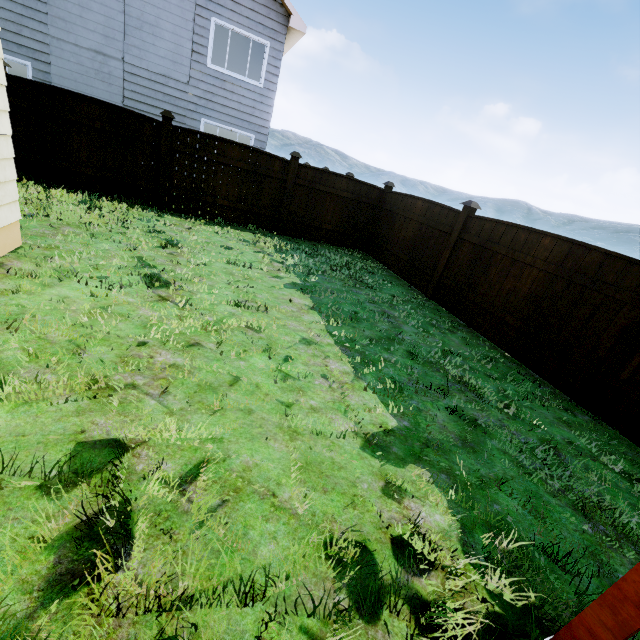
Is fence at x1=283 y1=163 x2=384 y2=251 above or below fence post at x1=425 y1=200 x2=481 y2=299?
below

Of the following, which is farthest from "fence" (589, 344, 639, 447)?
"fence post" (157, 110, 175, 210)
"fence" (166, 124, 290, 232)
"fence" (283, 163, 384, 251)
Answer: "fence post" (157, 110, 175, 210)

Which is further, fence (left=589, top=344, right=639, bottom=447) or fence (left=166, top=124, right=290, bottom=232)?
fence (left=166, top=124, right=290, bottom=232)

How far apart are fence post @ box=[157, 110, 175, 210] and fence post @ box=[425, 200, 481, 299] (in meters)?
6.77

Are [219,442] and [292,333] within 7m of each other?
yes

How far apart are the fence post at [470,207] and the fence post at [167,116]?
6.8m

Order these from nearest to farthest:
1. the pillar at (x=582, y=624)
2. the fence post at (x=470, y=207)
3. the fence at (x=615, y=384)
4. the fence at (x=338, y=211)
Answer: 1. the pillar at (x=582, y=624)
2. the fence at (x=615, y=384)
3. the fence post at (x=470, y=207)
4. the fence at (x=338, y=211)

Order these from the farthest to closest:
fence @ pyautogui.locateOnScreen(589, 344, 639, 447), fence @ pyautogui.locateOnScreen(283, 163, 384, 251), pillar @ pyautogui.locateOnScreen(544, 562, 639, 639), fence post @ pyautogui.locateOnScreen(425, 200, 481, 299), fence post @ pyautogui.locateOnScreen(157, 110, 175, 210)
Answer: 1. fence @ pyautogui.locateOnScreen(283, 163, 384, 251)
2. fence post @ pyautogui.locateOnScreen(157, 110, 175, 210)
3. fence post @ pyautogui.locateOnScreen(425, 200, 481, 299)
4. fence @ pyautogui.locateOnScreen(589, 344, 639, 447)
5. pillar @ pyautogui.locateOnScreen(544, 562, 639, 639)
